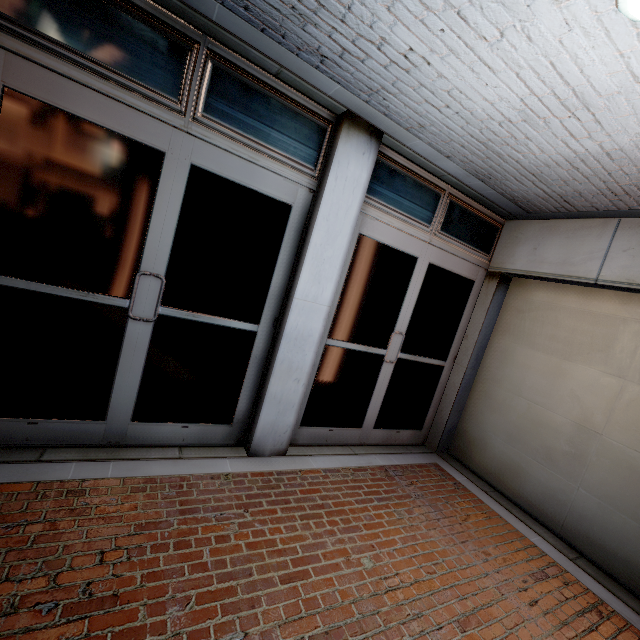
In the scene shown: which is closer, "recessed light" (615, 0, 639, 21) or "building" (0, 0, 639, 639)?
"recessed light" (615, 0, 639, 21)

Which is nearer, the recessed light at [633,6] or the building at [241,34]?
the recessed light at [633,6]

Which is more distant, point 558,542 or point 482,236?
point 482,236
